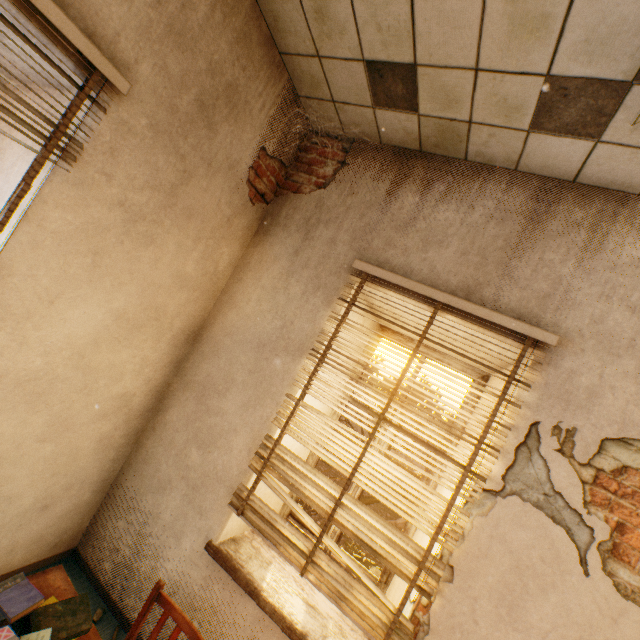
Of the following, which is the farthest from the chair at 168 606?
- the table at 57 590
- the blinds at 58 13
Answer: the blinds at 58 13

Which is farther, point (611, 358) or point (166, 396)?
point (166, 396)

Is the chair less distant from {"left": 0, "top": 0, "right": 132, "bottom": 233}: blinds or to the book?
the book

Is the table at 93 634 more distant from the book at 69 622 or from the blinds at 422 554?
the blinds at 422 554

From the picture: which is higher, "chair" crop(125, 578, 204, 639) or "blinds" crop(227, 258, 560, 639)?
"blinds" crop(227, 258, 560, 639)

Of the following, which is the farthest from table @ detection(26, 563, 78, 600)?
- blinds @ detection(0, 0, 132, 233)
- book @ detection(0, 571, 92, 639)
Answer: blinds @ detection(0, 0, 132, 233)

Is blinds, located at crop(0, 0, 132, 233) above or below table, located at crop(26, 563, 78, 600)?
above
